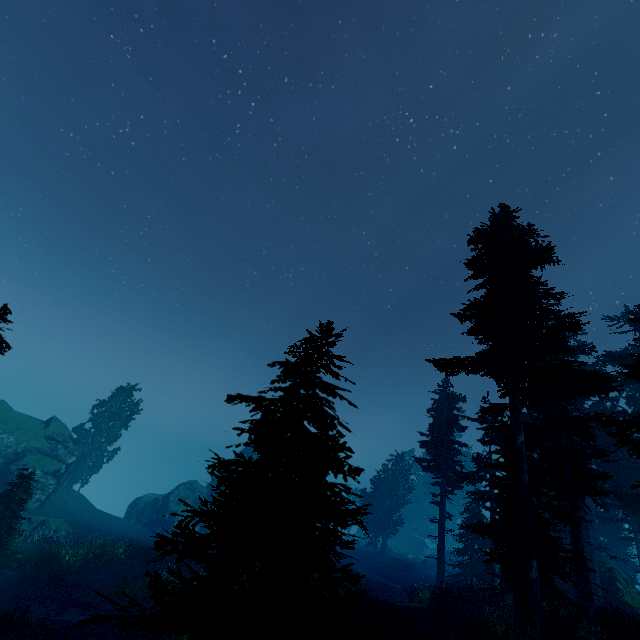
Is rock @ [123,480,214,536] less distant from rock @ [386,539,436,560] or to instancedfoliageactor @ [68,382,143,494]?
instancedfoliageactor @ [68,382,143,494]

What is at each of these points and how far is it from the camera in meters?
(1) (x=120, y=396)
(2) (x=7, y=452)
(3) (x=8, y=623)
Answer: (1) instancedfoliageactor, 41.1
(2) rock, 31.0
(3) tree trunk, 13.3

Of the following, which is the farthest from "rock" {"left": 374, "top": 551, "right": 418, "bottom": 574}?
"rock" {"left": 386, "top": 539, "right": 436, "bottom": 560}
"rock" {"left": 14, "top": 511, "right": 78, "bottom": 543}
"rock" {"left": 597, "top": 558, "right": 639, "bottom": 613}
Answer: "rock" {"left": 14, "top": 511, "right": 78, "bottom": 543}

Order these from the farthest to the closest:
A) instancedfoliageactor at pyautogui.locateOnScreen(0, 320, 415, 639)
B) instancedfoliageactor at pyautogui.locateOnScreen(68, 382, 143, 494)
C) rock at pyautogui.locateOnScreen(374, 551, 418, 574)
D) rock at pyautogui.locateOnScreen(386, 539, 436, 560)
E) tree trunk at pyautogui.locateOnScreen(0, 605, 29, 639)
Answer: rock at pyautogui.locateOnScreen(386, 539, 436, 560)
rock at pyautogui.locateOnScreen(374, 551, 418, 574)
instancedfoliageactor at pyautogui.locateOnScreen(68, 382, 143, 494)
tree trunk at pyautogui.locateOnScreen(0, 605, 29, 639)
instancedfoliageactor at pyautogui.locateOnScreen(0, 320, 415, 639)

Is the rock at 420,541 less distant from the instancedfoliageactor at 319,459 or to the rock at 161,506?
the instancedfoliageactor at 319,459

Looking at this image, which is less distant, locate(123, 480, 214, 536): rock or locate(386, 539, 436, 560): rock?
locate(123, 480, 214, 536): rock

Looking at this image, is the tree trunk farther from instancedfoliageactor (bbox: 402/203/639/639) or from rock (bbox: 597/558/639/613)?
rock (bbox: 597/558/639/613)

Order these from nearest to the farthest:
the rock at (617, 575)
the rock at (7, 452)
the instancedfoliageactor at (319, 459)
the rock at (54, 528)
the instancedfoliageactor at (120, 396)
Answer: the instancedfoliageactor at (319, 459), the rock at (617, 575), the rock at (54, 528), the rock at (7, 452), the instancedfoliageactor at (120, 396)
